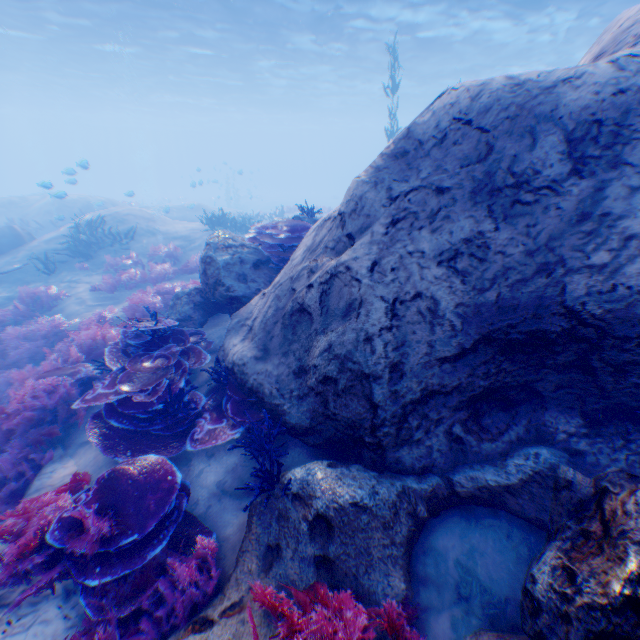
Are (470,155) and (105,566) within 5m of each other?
no

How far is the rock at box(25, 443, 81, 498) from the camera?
4.59m

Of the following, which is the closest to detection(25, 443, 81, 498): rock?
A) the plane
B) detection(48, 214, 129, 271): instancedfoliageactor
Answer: the plane

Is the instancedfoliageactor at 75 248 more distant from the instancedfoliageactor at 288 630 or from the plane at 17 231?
the plane at 17 231

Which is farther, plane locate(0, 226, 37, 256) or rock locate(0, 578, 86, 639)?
plane locate(0, 226, 37, 256)

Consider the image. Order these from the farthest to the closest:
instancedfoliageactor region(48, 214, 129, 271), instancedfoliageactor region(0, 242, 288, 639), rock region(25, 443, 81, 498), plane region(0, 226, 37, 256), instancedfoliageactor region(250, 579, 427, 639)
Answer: plane region(0, 226, 37, 256)
instancedfoliageactor region(48, 214, 129, 271)
rock region(25, 443, 81, 498)
instancedfoliageactor region(0, 242, 288, 639)
instancedfoliageactor region(250, 579, 427, 639)

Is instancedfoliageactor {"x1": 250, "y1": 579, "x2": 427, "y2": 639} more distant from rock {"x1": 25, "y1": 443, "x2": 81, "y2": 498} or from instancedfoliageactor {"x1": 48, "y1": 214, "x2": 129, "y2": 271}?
instancedfoliageactor {"x1": 48, "y1": 214, "x2": 129, "y2": 271}
